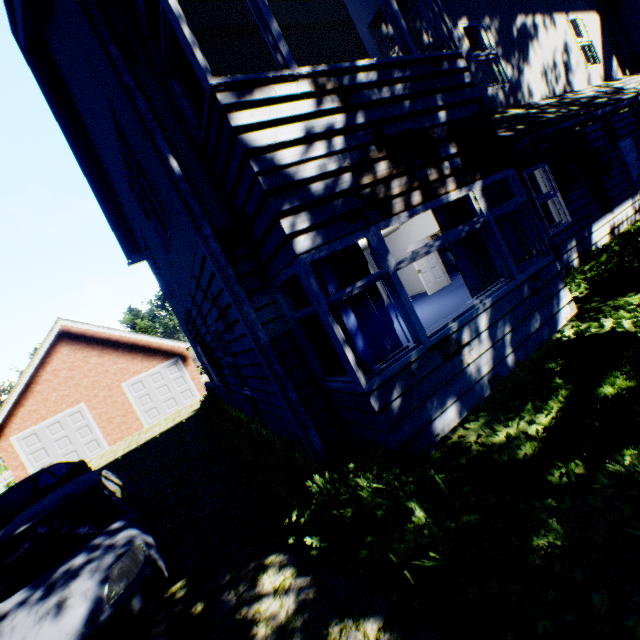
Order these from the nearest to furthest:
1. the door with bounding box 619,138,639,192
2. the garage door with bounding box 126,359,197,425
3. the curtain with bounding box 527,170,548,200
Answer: the curtain with bounding box 527,170,548,200, the door with bounding box 619,138,639,192, the garage door with bounding box 126,359,197,425

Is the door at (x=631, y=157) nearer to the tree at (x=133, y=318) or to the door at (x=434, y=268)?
the door at (x=434, y=268)

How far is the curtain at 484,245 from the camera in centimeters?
502cm

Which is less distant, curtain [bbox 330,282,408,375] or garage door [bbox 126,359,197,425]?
curtain [bbox 330,282,408,375]

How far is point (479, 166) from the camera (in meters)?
4.75

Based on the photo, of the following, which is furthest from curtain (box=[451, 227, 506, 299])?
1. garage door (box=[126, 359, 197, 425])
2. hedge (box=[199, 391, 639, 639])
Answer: garage door (box=[126, 359, 197, 425])

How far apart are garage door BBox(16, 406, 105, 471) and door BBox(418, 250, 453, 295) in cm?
1963

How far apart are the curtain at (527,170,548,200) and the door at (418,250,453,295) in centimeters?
533cm
